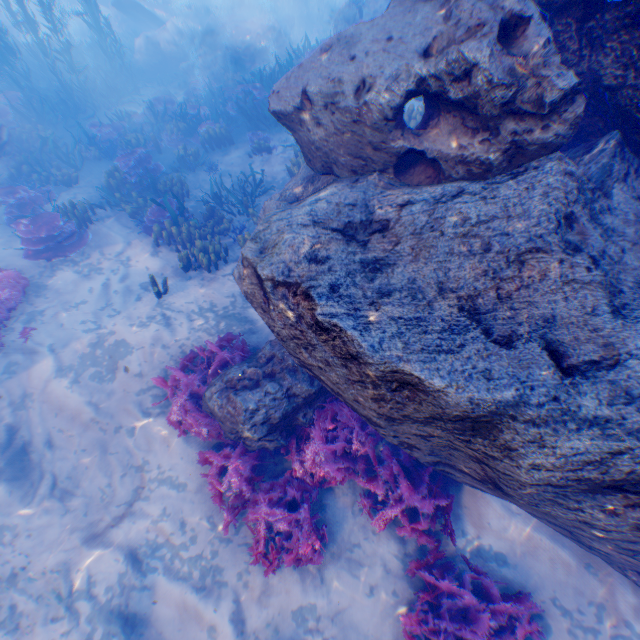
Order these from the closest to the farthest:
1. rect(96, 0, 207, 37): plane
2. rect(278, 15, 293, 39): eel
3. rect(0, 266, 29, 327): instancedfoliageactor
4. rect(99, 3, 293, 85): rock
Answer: rect(0, 266, 29, 327): instancedfoliageactor → rect(99, 3, 293, 85): rock → rect(96, 0, 207, 37): plane → rect(278, 15, 293, 39): eel

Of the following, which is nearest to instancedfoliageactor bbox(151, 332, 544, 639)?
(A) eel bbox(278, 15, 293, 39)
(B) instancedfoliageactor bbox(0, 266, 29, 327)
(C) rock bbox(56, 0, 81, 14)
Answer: (C) rock bbox(56, 0, 81, 14)

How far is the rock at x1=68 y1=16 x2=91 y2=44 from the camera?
24.6 meters

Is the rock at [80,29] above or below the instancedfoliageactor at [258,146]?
below

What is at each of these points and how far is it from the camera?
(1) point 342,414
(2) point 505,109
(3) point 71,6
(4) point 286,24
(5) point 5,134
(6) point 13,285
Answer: (1) instancedfoliageactor, 5.6 meters
(2) rock, 3.4 meters
(3) rock, 17.1 meters
(4) eel, 19.1 meters
(5) rock, 10.2 meters
(6) instancedfoliageactor, 7.6 meters

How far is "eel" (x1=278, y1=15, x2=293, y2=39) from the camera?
18.8m

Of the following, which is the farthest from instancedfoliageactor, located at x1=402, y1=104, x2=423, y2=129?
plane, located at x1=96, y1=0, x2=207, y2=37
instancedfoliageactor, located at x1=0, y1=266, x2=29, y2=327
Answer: instancedfoliageactor, located at x1=0, y1=266, x2=29, y2=327

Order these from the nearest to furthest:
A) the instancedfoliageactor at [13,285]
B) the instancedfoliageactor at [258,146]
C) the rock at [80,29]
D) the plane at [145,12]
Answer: the instancedfoliageactor at [13,285] < the instancedfoliageactor at [258,146] < the plane at [145,12] < the rock at [80,29]
